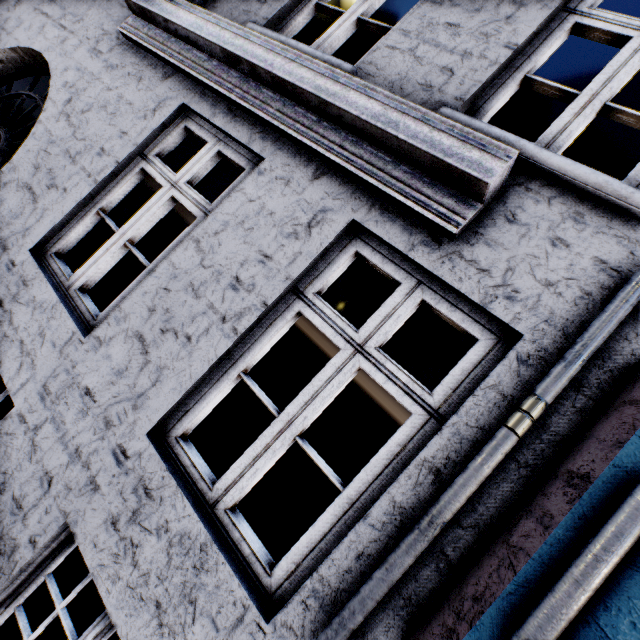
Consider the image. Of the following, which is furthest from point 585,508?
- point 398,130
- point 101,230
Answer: point 101,230
